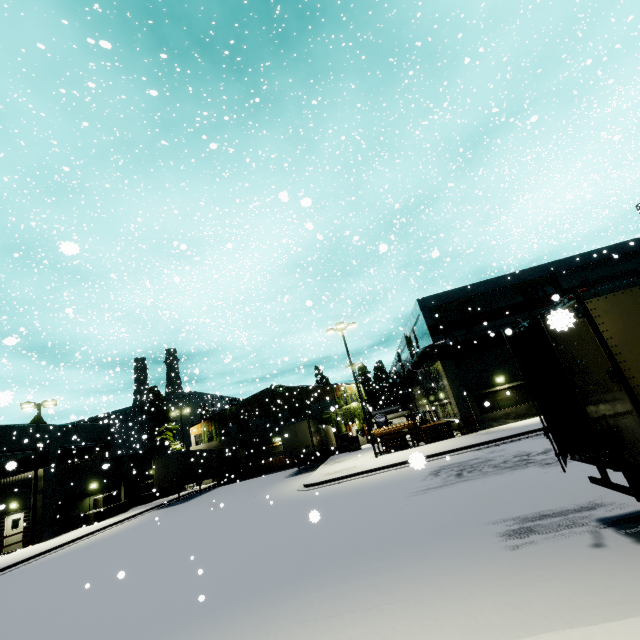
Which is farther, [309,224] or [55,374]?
Result: [55,374]

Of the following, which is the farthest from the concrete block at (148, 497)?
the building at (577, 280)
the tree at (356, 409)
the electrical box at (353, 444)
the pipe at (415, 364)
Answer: the pipe at (415, 364)

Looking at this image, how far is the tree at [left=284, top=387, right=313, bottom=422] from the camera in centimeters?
4259cm

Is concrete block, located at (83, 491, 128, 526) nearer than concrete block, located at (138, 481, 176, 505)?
Yes

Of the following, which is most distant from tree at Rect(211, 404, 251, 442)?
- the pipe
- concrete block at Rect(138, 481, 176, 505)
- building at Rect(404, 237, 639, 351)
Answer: the pipe

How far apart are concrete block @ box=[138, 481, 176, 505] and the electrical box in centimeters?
1954cm

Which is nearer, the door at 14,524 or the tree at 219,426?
the door at 14,524

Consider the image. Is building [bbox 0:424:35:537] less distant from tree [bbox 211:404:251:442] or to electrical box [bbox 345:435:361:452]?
tree [bbox 211:404:251:442]
